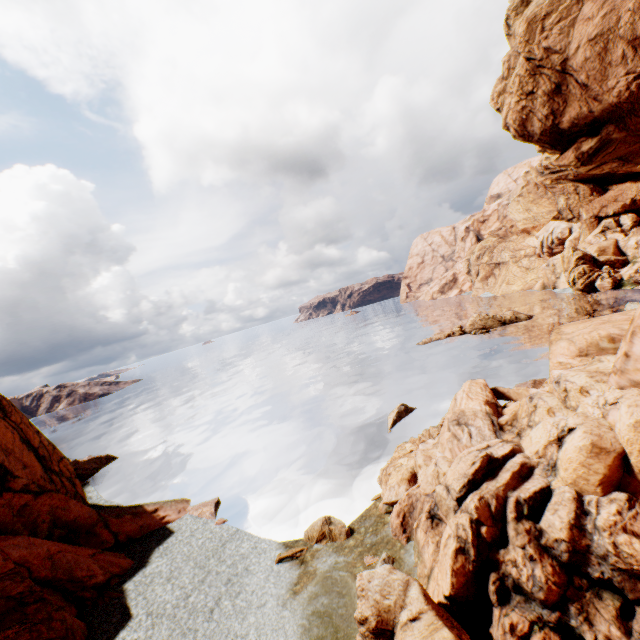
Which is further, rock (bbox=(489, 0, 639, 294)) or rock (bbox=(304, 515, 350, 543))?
rock (bbox=(489, 0, 639, 294))

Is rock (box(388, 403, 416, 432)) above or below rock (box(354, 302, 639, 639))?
below

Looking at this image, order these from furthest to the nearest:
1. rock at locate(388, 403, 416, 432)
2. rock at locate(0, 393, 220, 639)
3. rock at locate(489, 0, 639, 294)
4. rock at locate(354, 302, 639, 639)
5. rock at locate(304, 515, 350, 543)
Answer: rock at locate(388, 403, 416, 432) → rock at locate(489, 0, 639, 294) → rock at locate(304, 515, 350, 543) → rock at locate(0, 393, 220, 639) → rock at locate(354, 302, 639, 639)

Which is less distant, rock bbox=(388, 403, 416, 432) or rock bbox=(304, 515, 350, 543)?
rock bbox=(304, 515, 350, 543)

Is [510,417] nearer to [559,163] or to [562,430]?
[562,430]

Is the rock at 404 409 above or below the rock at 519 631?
below

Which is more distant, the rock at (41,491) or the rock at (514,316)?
the rock at (514,316)
